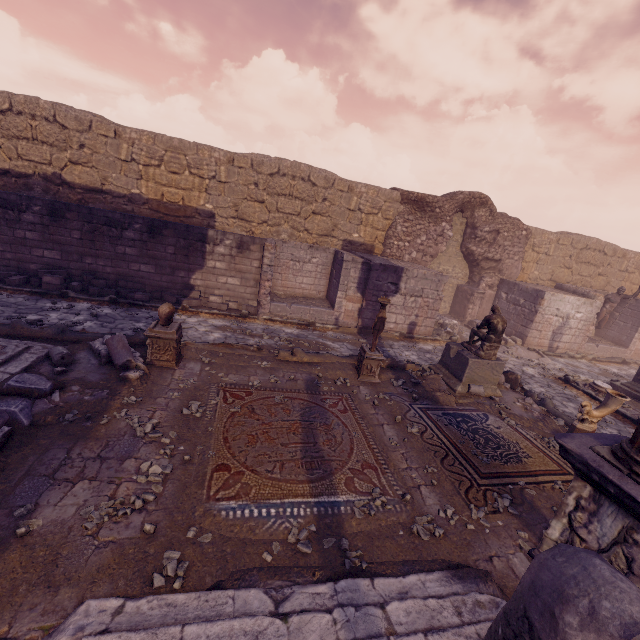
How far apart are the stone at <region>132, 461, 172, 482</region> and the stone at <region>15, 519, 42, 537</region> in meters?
0.4 m

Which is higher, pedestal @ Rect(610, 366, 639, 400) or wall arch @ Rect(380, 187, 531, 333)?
wall arch @ Rect(380, 187, 531, 333)

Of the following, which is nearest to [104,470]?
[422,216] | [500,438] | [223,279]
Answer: [500,438]

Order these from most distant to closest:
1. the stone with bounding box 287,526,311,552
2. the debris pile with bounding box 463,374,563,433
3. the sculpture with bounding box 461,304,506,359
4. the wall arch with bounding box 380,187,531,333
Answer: the wall arch with bounding box 380,187,531,333
the sculpture with bounding box 461,304,506,359
the debris pile with bounding box 463,374,563,433
the stone with bounding box 287,526,311,552

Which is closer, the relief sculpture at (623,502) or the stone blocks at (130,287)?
the relief sculpture at (623,502)

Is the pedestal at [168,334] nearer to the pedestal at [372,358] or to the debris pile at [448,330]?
the pedestal at [372,358]

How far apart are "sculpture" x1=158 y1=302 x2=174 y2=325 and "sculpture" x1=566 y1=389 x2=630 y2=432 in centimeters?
865cm

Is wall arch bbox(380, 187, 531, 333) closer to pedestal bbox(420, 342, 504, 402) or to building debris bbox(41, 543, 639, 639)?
pedestal bbox(420, 342, 504, 402)
